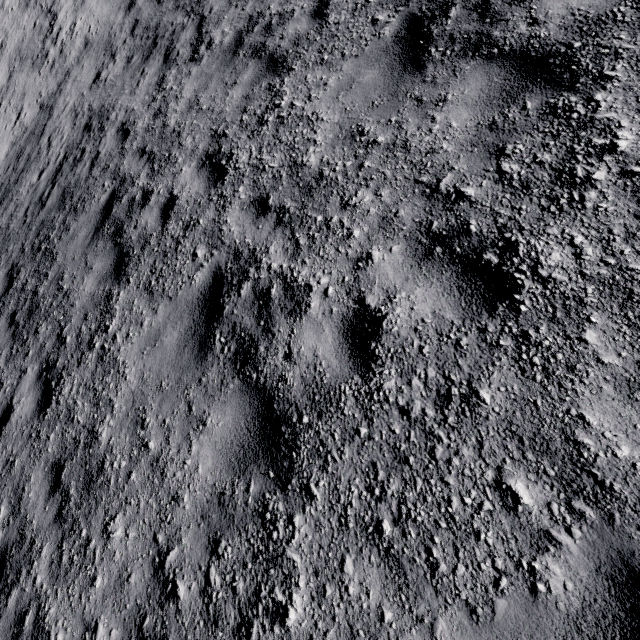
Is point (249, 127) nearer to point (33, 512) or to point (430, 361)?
point (430, 361)
